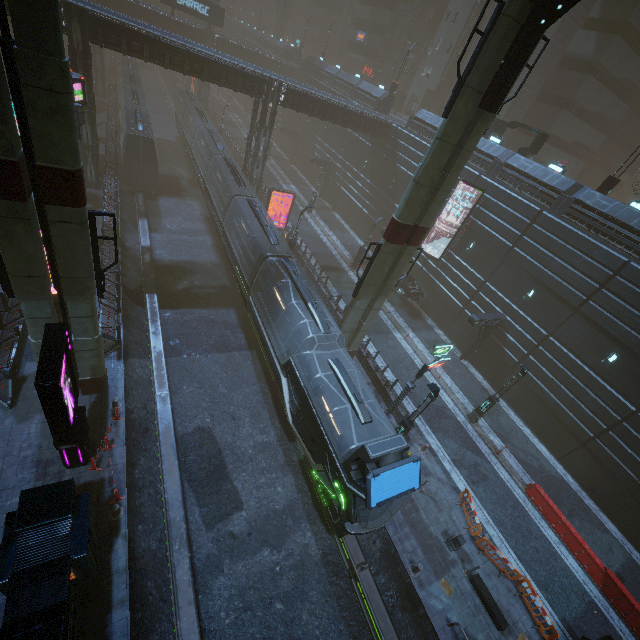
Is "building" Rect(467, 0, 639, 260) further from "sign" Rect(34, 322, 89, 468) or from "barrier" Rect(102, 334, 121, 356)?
"sign" Rect(34, 322, 89, 468)

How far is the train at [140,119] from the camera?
27.7m

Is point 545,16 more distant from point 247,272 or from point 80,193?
point 247,272

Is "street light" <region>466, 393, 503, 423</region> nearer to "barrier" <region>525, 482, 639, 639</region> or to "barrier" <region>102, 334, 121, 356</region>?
"barrier" <region>525, 482, 639, 639</region>

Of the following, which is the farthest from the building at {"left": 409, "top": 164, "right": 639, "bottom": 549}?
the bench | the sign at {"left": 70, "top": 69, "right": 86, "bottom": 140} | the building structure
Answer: the building structure

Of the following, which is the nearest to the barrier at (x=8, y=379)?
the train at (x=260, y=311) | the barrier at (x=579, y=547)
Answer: the train at (x=260, y=311)

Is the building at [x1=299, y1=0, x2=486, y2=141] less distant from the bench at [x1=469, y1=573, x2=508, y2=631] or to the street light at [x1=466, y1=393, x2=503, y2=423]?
the bench at [x1=469, y1=573, x2=508, y2=631]

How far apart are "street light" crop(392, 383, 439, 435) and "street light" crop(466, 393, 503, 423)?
6.7m
